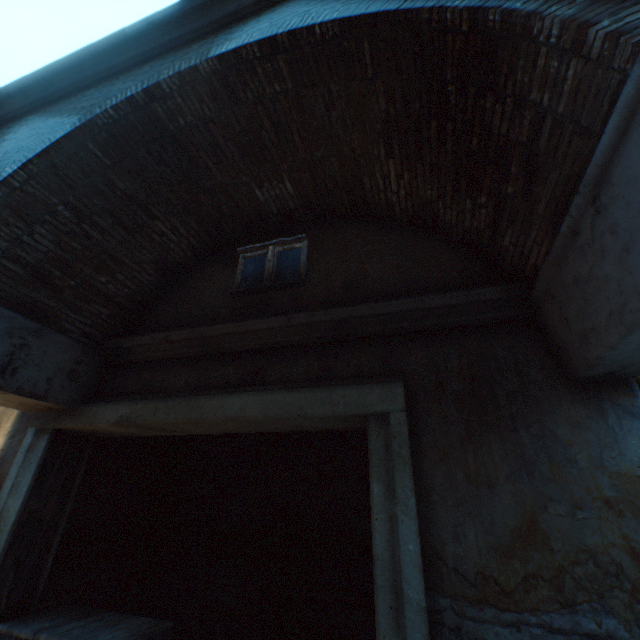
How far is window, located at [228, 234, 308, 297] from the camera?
3.9 meters

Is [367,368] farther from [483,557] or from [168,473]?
[168,473]

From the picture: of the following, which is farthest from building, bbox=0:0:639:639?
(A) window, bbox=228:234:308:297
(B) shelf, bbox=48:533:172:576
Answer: (B) shelf, bbox=48:533:172:576

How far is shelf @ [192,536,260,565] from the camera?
4.76m

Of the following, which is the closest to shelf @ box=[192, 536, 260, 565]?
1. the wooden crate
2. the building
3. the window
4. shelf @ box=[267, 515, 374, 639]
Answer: shelf @ box=[267, 515, 374, 639]

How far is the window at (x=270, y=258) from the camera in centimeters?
394cm

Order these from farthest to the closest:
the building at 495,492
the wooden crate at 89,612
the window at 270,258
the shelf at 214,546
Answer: the shelf at 214,546 < the window at 270,258 < the wooden crate at 89,612 < the building at 495,492

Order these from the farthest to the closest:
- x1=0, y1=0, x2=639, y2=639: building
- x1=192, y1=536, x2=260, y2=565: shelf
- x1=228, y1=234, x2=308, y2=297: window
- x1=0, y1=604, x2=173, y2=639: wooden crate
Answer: x1=192, y1=536, x2=260, y2=565: shelf → x1=228, y1=234, x2=308, y2=297: window → x1=0, y1=604, x2=173, y2=639: wooden crate → x1=0, y1=0, x2=639, y2=639: building
